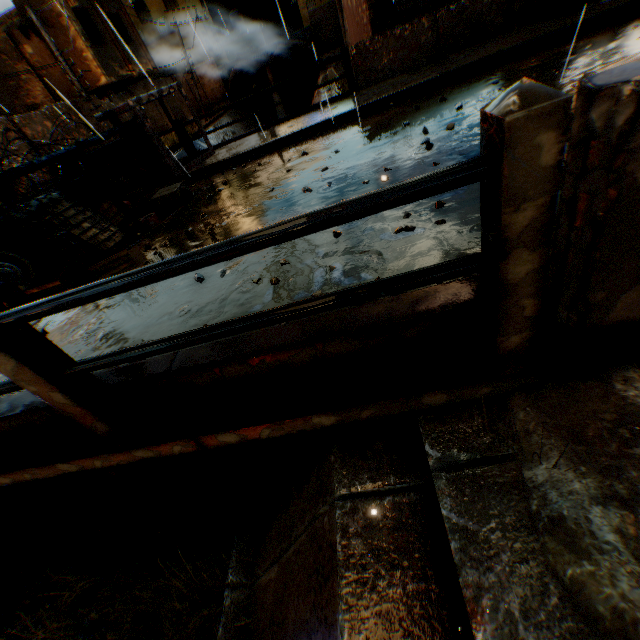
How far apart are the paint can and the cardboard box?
0.5 meters

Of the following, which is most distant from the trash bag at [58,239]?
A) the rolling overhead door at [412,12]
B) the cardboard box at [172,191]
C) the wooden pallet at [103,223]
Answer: the rolling overhead door at [412,12]

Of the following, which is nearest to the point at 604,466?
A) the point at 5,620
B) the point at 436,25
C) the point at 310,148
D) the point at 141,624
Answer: the point at 141,624

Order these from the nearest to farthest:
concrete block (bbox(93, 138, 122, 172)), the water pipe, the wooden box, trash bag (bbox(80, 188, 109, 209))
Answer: the wooden box
trash bag (bbox(80, 188, 109, 209))
concrete block (bbox(93, 138, 122, 172))
the water pipe

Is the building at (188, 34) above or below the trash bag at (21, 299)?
above

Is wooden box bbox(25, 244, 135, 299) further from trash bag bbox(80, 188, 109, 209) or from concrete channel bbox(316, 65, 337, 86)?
concrete channel bbox(316, 65, 337, 86)

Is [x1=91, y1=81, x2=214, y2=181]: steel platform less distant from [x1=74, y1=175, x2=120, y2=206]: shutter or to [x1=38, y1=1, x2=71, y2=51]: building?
[x1=74, y1=175, x2=120, y2=206]: shutter

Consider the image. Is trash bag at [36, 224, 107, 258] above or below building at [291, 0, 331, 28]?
below
